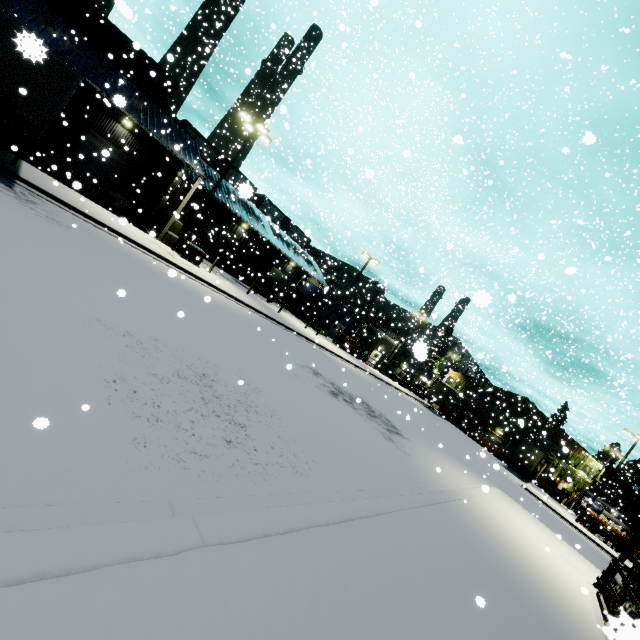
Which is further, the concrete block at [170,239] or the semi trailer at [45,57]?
the concrete block at [170,239]

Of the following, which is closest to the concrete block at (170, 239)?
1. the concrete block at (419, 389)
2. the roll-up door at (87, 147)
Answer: the roll-up door at (87, 147)

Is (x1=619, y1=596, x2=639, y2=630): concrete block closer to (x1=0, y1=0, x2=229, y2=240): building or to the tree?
(x1=0, y1=0, x2=229, y2=240): building

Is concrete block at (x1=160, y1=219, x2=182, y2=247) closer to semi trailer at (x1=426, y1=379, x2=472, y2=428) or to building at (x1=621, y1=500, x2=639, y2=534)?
building at (x1=621, y1=500, x2=639, y2=534)

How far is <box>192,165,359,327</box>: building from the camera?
32.9 meters

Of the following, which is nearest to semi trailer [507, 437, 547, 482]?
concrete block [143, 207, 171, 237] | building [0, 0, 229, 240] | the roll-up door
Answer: building [0, 0, 229, 240]

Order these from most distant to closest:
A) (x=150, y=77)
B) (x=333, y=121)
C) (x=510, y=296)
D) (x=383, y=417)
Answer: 1. (x=333, y=121)
2. (x=150, y=77)
3. (x=383, y=417)
4. (x=510, y=296)

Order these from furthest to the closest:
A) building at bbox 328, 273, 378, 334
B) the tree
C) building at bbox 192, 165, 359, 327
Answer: the tree, building at bbox 328, 273, 378, 334, building at bbox 192, 165, 359, 327
